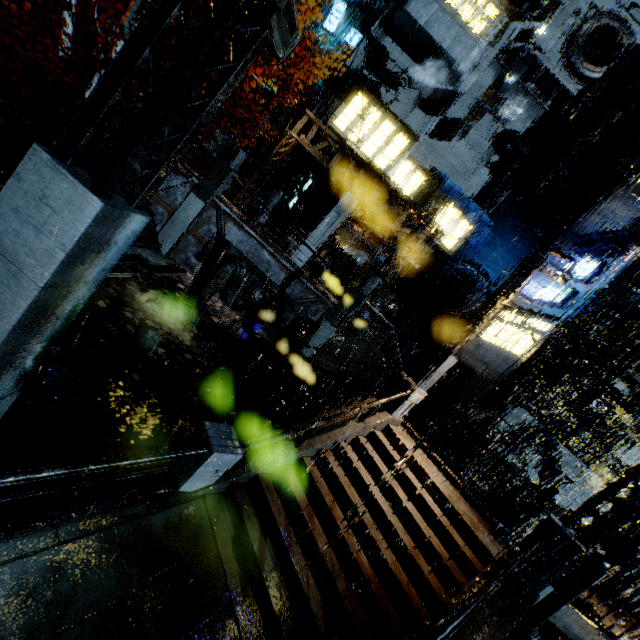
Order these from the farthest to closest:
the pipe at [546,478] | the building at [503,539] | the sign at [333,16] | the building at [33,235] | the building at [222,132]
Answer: the building at [222,132], the sign at [333,16], the pipe at [546,478], the building at [503,539], the building at [33,235]

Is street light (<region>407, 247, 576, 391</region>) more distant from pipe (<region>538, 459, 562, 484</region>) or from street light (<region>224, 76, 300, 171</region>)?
street light (<region>224, 76, 300, 171</region>)

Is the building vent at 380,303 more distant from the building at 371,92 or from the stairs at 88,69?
the stairs at 88,69

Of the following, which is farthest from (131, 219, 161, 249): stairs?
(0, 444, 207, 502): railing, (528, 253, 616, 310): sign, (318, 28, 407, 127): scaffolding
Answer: (528, 253, 616, 310): sign

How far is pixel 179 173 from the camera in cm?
1753

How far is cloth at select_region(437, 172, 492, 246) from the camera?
24.27m

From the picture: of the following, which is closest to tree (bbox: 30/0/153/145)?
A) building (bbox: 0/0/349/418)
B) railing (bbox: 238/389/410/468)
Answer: building (bbox: 0/0/349/418)

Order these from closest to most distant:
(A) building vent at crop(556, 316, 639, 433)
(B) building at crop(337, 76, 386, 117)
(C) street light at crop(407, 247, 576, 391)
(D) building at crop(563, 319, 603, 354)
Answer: (C) street light at crop(407, 247, 576, 391) → (A) building vent at crop(556, 316, 639, 433) → (D) building at crop(563, 319, 603, 354) → (B) building at crop(337, 76, 386, 117)
